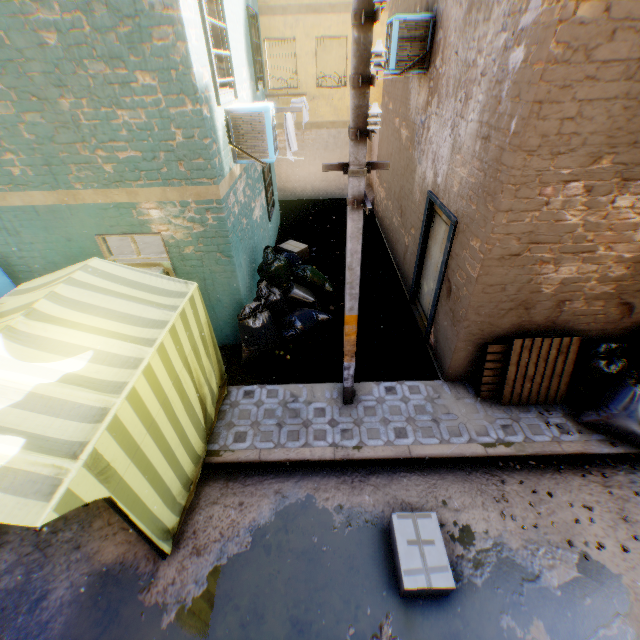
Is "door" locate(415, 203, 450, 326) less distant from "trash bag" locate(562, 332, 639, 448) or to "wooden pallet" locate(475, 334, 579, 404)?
"trash bag" locate(562, 332, 639, 448)

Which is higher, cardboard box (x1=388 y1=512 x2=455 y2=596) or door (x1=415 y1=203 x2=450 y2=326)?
door (x1=415 y1=203 x2=450 y2=326)

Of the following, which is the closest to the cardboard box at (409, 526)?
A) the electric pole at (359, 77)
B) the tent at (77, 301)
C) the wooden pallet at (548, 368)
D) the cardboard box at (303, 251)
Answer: the tent at (77, 301)

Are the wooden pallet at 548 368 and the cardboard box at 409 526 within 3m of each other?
yes

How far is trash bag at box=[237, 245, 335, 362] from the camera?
6.01m

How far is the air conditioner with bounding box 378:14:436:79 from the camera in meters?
5.6

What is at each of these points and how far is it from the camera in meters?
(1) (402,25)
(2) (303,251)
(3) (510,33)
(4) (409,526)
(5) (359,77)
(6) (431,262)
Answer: (1) air conditioner, 5.6 m
(2) cardboard box, 9.4 m
(3) building, 3.5 m
(4) cardboard box, 3.8 m
(5) electric pole, 2.7 m
(6) door, 6.4 m

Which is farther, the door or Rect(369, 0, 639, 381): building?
the door
